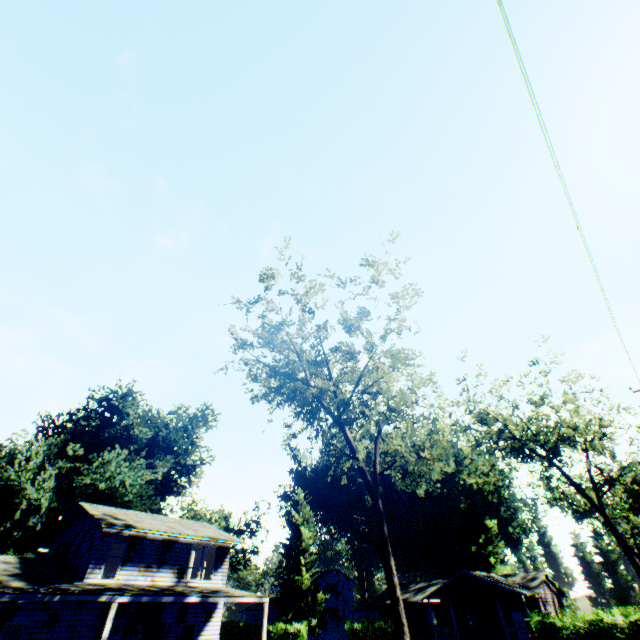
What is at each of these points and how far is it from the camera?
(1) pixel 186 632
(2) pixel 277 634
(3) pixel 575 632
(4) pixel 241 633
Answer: (1) door, 21.7 meters
(2) hedge, 38.4 meters
(3) hedge, 23.4 meters
(4) hedge, 41.7 meters

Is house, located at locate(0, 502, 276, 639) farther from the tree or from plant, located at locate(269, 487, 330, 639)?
plant, located at locate(269, 487, 330, 639)

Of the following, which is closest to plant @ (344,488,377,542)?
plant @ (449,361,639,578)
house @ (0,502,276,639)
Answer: Result: plant @ (449,361,639,578)

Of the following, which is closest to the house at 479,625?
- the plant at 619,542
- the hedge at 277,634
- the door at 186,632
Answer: the plant at 619,542

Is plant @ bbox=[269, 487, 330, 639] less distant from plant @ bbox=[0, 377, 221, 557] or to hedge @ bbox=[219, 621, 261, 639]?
plant @ bbox=[0, 377, 221, 557]

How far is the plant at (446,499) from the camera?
54.1 meters

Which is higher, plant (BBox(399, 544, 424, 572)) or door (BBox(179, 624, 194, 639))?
plant (BBox(399, 544, 424, 572))

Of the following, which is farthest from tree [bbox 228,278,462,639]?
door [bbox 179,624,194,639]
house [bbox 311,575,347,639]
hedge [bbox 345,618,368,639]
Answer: house [bbox 311,575,347,639]
